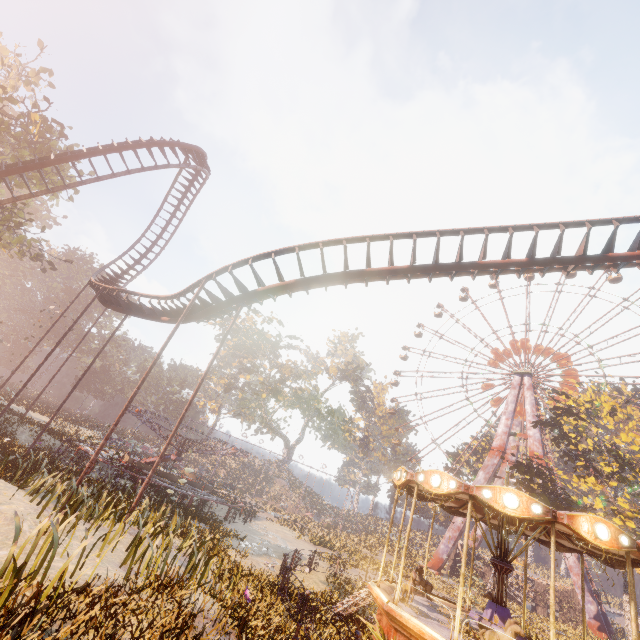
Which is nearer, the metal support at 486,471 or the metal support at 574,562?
the metal support at 574,562

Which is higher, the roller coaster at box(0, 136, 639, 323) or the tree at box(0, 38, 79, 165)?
the tree at box(0, 38, 79, 165)

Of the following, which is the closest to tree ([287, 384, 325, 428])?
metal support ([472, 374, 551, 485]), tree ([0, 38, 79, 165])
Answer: metal support ([472, 374, 551, 485])

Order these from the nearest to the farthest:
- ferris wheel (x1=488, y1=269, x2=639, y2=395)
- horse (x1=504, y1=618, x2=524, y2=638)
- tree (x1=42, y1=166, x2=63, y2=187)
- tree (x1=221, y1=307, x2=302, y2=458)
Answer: horse (x1=504, y1=618, x2=524, y2=638)
tree (x1=42, y1=166, x2=63, y2=187)
ferris wheel (x1=488, y1=269, x2=639, y2=395)
tree (x1=221, y1=307, x2=302, y2=458)

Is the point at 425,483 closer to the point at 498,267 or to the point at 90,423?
the point at 498,267

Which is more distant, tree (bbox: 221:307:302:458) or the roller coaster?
tree (bbox: 221:307:302:458)

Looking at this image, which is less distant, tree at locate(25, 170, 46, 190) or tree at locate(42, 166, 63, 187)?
tree at locate(25, 170, 46, 190)

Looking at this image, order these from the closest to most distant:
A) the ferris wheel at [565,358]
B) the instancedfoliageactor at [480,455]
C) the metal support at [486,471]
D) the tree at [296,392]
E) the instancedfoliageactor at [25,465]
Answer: →
1. the instancedfoliageactor at [25,465]
2. the metal support at [486,471]
3. the ferris wheel at [565,358]
4. the instancedfoliageactor at [480,455]
5. the tree at [296,392]
